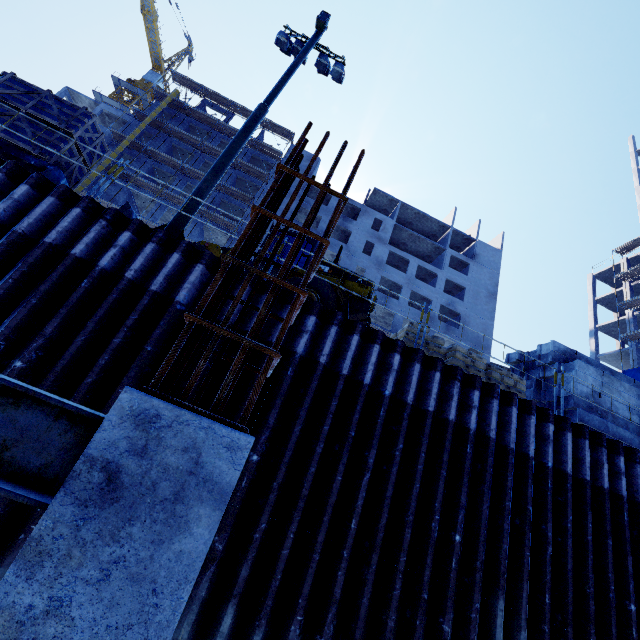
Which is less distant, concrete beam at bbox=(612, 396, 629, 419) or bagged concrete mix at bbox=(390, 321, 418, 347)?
bagged concrete mix at bbox=(390, 321, 418, 347)

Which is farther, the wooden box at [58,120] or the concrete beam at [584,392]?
the concrete beam at [584,392]

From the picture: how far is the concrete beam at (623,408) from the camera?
8.94m

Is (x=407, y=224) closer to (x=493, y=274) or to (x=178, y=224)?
(x=493, y=274)

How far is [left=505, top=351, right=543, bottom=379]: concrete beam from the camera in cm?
1021

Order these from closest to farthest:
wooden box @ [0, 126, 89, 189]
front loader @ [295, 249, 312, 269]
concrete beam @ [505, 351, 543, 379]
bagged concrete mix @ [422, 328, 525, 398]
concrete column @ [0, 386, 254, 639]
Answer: concrete column @ [0, 386, 254, 639] → wooden box @ [0, 126, 89, 189] → bagged concrete mix @ [422, 328, 525, 398] → concrete beam @ [505, 351, 543, 379] → front loader @ [295, 249, 312, 269]

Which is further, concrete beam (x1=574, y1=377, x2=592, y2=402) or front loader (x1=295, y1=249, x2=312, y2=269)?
front loader (x1=295, y1=249, x2=312, y2=269)

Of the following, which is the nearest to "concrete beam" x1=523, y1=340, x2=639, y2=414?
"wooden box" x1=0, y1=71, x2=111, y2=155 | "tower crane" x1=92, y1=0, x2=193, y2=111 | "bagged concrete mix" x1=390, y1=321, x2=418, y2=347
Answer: "bagged concrete mix" x1=390, y1=321, x2=418, y2=347
